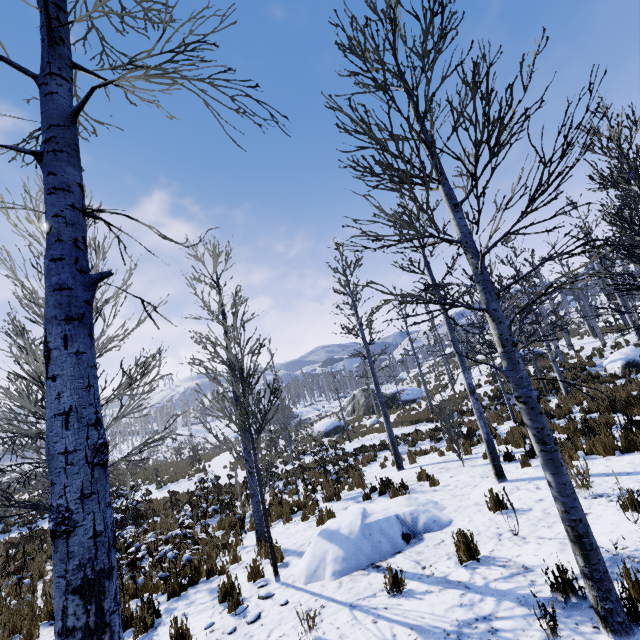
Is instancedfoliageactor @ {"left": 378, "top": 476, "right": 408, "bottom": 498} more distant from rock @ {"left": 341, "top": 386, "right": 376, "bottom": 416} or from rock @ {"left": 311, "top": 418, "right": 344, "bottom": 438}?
rock @ {"left": 311, "top": 418, "right": 344, "bottom": 438}

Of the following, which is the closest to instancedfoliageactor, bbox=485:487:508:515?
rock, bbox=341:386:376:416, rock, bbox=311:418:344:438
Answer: rock, bbox=311:418:344:438

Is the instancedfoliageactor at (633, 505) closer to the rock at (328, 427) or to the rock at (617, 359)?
the rock at (617, 359)

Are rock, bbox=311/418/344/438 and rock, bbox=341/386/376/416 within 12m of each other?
yes

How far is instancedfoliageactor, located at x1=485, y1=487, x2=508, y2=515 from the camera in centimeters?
564cm

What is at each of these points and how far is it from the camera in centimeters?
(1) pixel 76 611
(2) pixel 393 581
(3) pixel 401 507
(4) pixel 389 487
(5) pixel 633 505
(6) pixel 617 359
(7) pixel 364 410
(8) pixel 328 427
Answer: (1) instancedfoliageactor, 134cm
(2) instancedfoliageactor, 421cm
(3) rock, 658cm
(4) instancedfoliageactor, 929cm
(5) instancedfoliageactor, 434cm
(6) rock, 1817cm
(7) rock, 3366cm
(8) rock, 3012cm

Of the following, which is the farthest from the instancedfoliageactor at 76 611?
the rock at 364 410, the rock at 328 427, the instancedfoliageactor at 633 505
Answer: the rock at 364 410

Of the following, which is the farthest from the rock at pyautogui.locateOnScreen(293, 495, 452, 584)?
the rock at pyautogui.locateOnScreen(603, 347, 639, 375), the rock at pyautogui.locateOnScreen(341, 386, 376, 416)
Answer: the rock at pyautogui.locateOnScreen(341, 386, 376, 416)
